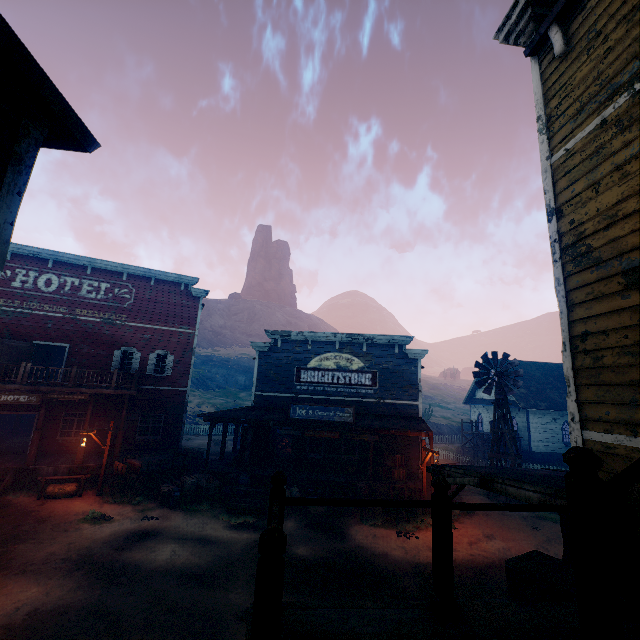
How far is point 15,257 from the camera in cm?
1916

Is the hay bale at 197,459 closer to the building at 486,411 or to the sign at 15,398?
the building at 486,411

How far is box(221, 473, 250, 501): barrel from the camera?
15.21m

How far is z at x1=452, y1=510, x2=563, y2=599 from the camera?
9.5 meters

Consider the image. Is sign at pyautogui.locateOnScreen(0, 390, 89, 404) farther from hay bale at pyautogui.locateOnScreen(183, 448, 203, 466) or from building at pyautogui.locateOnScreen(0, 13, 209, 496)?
hay bale at pyautogui.locateOnScreen(183, 448, 203, 466)

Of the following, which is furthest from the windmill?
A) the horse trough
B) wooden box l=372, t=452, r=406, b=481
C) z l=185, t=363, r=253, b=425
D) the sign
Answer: the sign

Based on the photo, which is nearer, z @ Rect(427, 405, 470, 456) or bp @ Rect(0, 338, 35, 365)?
bp @ Rect(0, 338, 35, 365)

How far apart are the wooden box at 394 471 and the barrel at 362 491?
1.2 meters
